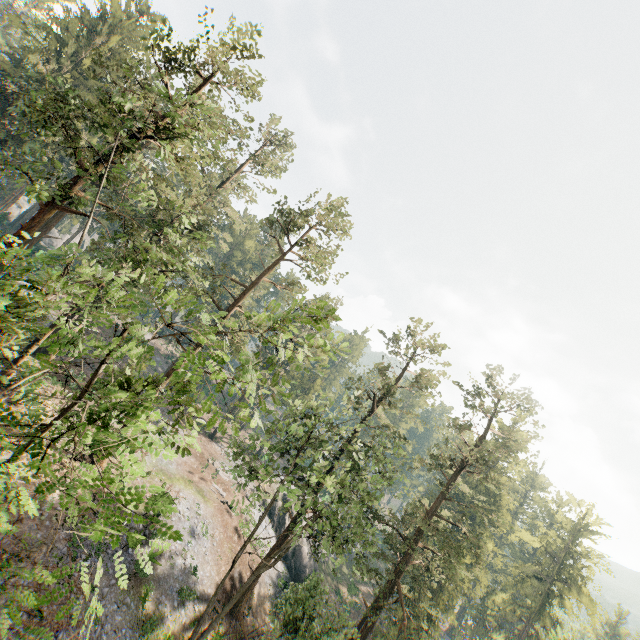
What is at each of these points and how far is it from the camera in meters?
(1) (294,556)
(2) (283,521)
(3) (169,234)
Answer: (1) rock, 38.9 m
(2) rock, 41.2 m
(3) foliage, 17.1 m

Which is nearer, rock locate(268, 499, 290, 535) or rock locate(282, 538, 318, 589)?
rock locate(282, 538, 318, 589)

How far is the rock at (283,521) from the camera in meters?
40.4

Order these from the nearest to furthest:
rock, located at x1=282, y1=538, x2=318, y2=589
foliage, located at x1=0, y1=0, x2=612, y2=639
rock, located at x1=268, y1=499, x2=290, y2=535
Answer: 1. foliage, located at x1=0, y1=0, x2=612, y2=639
2. rock, located at x1=282, y1=538, x2=318, y2=589
3. rock, located at x1=268, y1=499, x2=290, y2=535

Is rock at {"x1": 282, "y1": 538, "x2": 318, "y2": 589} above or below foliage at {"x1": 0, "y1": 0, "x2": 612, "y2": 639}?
below

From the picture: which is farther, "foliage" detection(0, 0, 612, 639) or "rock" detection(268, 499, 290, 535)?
"rock" detection(268, 499, 290, 535)

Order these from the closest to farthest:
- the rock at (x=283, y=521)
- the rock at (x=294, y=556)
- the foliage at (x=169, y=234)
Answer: the foliage at (x=169, y=234), the rock at (x=294, y=556), the rock at (x=283, y=521)
